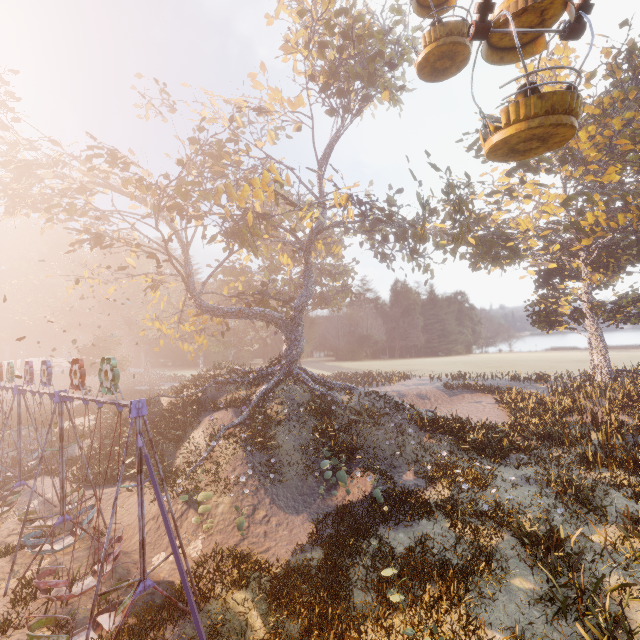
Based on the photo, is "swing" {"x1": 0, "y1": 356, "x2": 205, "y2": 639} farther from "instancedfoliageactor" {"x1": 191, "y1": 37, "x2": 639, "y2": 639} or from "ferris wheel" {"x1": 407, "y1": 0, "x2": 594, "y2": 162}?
"instancedfoliageactor" {"x1": 191, "y1": 37, "x2": 639, "y2": 639}

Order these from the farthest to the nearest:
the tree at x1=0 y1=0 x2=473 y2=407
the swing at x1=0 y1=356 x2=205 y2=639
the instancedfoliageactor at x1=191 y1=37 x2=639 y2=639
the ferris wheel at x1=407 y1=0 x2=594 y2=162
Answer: the tree at x1=0 y1=0 x2=473 y2=407
the instancedfoliageactor at x1=191 y1=37 x2=639 y2=639
the swing at x1=0 y1=356 x2=205 y2=639
the ferris wheel at x1=407 y1=0 x2=594 y2=162

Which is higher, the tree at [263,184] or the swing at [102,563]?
the tree at [263,184]

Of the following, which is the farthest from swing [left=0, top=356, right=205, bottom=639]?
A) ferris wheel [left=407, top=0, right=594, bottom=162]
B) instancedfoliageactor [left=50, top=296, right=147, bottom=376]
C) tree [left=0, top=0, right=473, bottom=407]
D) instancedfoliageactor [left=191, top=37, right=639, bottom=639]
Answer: instancedfoliageactor [left=50, top=296, right=147, bottom=376]

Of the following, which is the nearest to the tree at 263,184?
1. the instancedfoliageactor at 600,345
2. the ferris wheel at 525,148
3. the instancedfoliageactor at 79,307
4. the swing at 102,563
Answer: the instancedfoliageactor at 600,345

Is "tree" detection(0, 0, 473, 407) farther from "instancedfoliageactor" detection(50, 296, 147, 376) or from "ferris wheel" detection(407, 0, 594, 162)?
"instancedfoliageactor" detection(50, 296, 147, 376)

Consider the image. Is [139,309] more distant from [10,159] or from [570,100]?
[570,100]

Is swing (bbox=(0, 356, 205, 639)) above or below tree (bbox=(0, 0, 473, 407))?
below
